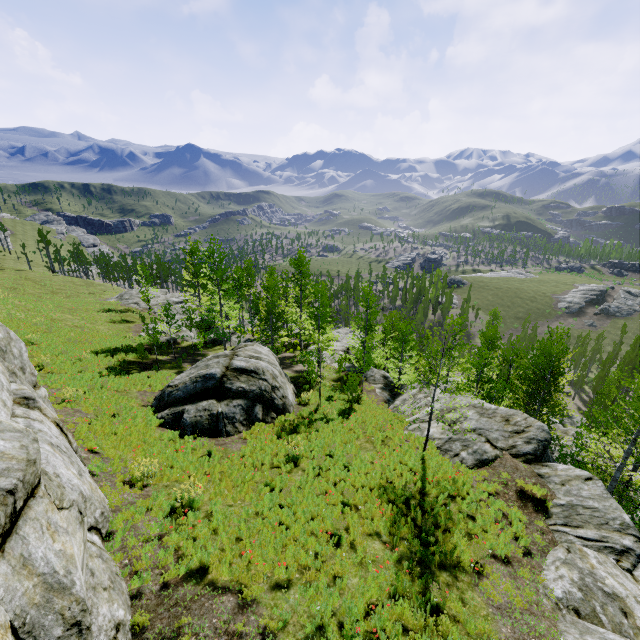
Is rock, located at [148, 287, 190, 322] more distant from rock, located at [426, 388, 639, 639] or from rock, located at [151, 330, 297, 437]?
rock, located at [151, 330, 297, 437]

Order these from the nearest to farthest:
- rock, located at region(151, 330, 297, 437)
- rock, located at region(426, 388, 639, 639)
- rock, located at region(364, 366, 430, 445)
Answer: rock, located at region(426, 388, 639, 639) → rock, located at region(151, 330, 297, 437) → rock, located at region(364, 366, 430, 445)

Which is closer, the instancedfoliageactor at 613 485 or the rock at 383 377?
the instancedfoliageactor at 613 485

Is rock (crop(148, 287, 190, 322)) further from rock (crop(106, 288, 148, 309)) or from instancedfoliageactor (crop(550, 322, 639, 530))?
instancedfoliageactor (crop(550, 322, 639, 530))

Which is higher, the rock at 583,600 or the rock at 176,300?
the rock at 583,600

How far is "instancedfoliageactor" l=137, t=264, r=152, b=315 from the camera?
36.0 meters

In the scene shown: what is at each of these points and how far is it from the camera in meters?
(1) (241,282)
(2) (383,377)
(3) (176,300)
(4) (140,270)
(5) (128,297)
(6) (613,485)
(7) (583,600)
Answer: (1) instancedfoliageactor, 36.1
(2) rock, 27.5
(3) rock, 47.2
(4) instancedfoliageactor, 40.4
(5) rock, 52.7
(6) instancedfoliageactor, 12.7
(7) rock, 7.4

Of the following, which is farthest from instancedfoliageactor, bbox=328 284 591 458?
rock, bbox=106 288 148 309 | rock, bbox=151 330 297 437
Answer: rock, bbox=151 330 297 437
